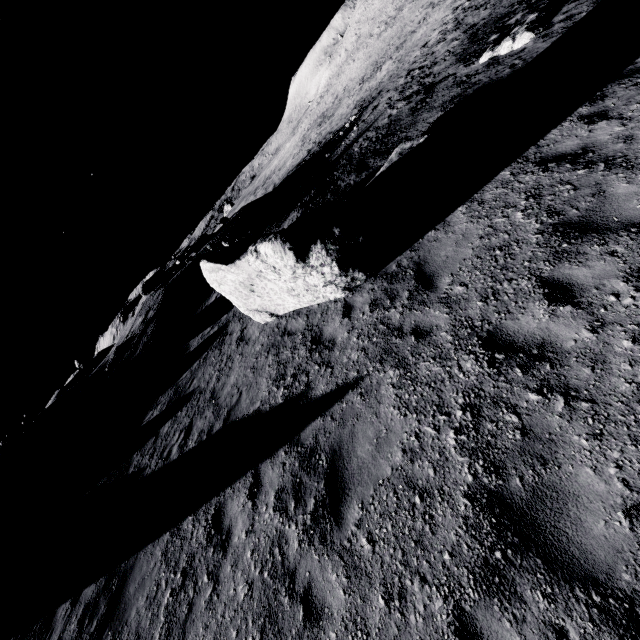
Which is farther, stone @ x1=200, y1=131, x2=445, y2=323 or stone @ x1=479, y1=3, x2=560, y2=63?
stone @ x1=479, y1=3, x2=560, y2=63

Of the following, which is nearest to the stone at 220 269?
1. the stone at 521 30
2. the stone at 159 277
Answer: the stone at 521 30

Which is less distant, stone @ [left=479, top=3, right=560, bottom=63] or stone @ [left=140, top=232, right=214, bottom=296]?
stone @ [left=479, top=3, right=560, bottom=63]

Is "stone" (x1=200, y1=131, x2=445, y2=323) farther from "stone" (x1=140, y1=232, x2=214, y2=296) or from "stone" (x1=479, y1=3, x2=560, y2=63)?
"stone" (x1=140, y1=232, x2=214, y2=296)

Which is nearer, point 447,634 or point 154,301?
point 447,634

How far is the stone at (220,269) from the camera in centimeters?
716cm
